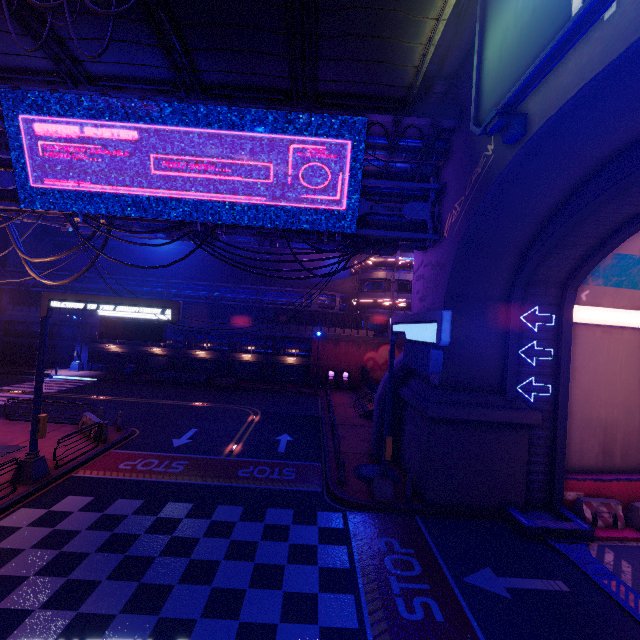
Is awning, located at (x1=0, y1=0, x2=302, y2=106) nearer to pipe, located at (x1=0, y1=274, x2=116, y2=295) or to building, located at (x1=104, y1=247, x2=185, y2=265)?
pipe, located at (x1=0, y1=274, x2=116, y2=295)

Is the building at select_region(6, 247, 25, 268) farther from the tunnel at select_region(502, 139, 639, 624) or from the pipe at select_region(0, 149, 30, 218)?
the tunnel at select_region(502, 139, 639, 624)

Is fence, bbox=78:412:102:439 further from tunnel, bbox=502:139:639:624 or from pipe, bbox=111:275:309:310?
tunnel, bbox=502:139:639:624

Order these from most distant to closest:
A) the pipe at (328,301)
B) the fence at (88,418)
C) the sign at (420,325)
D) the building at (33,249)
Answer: the building at (33,249), the pipe at (328,301), the fence at (88,418), the sign at (420,325)

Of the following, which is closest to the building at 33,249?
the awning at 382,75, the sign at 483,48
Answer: the awning at 382,75

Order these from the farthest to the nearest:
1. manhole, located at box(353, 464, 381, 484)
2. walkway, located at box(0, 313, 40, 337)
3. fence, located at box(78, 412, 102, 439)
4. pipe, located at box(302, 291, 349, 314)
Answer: walkway, located at box(0, 313, 40, 337)
pipe, located at box(302, 291, 349, 314)
fence, located at box(78, 412, 102, 439)
manhole, located at box(353, 464, 381, 484)

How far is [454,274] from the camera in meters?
12.7

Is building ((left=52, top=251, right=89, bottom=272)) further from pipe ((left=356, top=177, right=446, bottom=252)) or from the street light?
pipe ((left=356, top=177, right=446, bottom=252))
